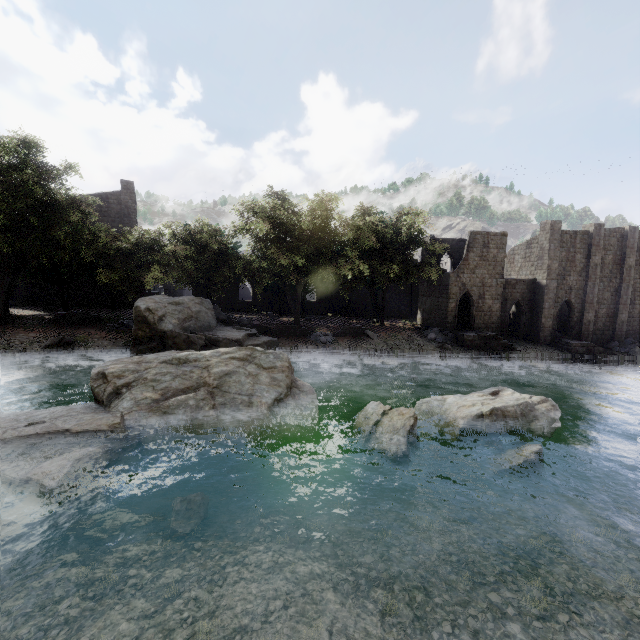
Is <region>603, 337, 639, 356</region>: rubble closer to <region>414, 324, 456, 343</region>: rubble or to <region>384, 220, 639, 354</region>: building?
<region>384, 220, 639, 354</region>: building

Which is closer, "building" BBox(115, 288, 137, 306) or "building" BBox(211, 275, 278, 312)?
"building" BBox(115, 288, 137, 306)

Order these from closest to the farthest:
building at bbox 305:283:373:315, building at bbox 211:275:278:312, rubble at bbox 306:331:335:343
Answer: rubble at bbox 306:331:335:343 < building at bbox 211:275:278:312 < building at bbox 305:283:373:315

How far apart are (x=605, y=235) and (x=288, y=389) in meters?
39.0

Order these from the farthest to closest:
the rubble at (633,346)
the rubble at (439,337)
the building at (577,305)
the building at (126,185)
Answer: the building at (126,185), the rubble at (633,346), the building at (577,305), the rubble at (439,337)

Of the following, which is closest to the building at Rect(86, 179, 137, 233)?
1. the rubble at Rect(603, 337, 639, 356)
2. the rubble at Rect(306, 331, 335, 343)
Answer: the rubble at Rect(603, 337, 639, 356)

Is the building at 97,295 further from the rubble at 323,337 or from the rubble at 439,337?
the rubble at 323,337
